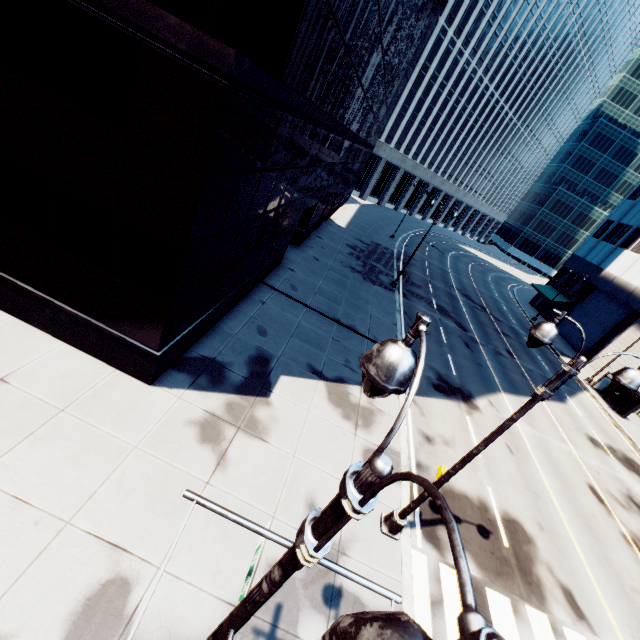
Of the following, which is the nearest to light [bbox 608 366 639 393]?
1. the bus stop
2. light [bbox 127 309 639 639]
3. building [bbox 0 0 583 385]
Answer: light [bbox 127 309 639 639]

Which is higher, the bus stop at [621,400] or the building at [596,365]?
the bus stop at [621,400]

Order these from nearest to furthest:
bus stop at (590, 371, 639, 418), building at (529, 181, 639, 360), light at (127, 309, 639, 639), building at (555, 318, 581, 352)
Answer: light at (127, 309, 639, 639)
bus stop at (590, 371, 639, 418)
building at (529, 181, 639, 360)
building at (555, 318, 581, 352)

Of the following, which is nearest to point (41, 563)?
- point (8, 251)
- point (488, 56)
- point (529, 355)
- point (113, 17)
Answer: point (8, 251)

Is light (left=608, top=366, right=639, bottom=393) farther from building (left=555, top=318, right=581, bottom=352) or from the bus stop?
the bus stop

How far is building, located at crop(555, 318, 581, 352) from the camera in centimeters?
3834cm

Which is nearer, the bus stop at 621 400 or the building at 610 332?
the bus stop at 621 400
